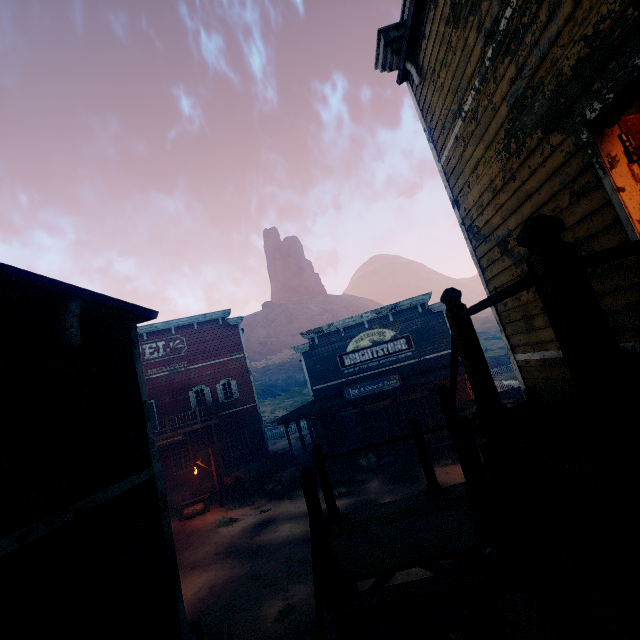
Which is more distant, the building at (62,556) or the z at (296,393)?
the z at (296,393)

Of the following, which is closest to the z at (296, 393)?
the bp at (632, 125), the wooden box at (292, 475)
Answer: the wooden box at (292, 475)

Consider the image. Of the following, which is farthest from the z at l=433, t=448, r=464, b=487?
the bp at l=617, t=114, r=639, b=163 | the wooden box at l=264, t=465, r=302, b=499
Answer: the bp at l=617, t=114, r=639, b=163

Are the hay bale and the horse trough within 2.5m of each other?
no

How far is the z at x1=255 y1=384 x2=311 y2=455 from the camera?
37.2m

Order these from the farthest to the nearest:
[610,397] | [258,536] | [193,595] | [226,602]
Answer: [258,536] → [193,595] → [226,602] → [610,397]

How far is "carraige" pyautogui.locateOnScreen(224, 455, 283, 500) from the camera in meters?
18.2
